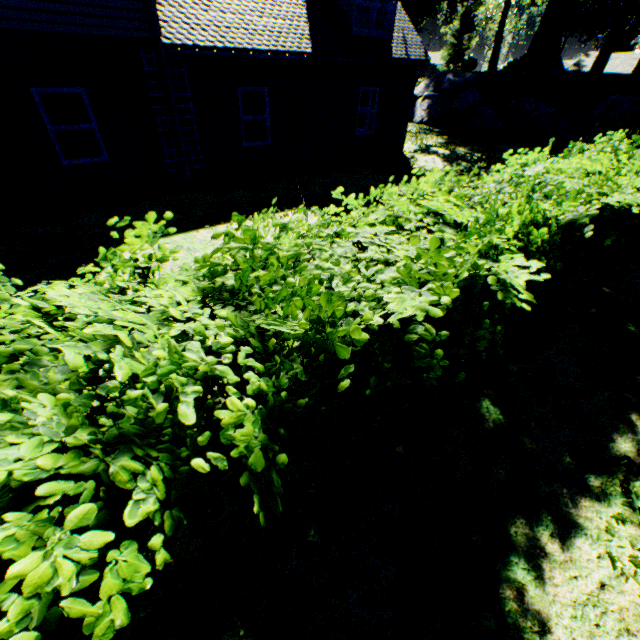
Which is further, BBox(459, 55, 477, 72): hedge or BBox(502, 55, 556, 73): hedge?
BBox(459, 55, 477, 72): hedge

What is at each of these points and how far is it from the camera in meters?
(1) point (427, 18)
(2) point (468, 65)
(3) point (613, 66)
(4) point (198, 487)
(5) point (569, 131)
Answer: (1) plant, 51.6 m
(2) hedge, 29.9 m
(3) house, 43.0 m
(4) hedge, 1.7 m
(5) rock, 19.6 m

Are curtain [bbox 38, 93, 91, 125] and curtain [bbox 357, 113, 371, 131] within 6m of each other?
no

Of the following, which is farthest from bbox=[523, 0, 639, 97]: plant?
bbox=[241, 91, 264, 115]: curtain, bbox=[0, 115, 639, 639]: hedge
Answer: bbox=[241, 91, 264, 115]: curtain

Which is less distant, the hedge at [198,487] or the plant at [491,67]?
the hedge at [198,487]

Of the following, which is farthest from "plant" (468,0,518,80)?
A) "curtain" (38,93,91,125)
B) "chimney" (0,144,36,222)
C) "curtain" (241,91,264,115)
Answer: "chimney" (0,144,36,222)

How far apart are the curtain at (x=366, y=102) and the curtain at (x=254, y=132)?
4.0 meters

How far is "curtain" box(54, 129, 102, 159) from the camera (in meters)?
8.03
